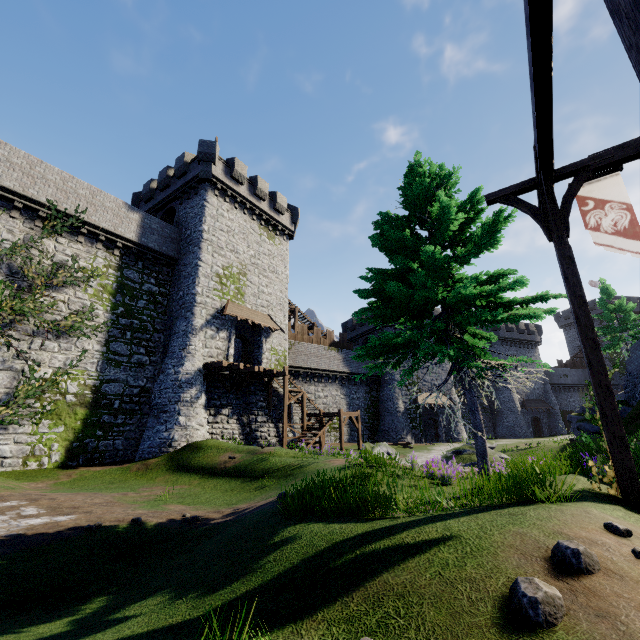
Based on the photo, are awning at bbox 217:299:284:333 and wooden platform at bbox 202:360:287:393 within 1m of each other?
no

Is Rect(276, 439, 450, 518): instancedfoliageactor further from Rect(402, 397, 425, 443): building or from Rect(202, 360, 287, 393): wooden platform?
Rect(402, 397, 425, 443): building

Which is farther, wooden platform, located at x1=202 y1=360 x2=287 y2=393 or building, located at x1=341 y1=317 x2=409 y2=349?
building, located at x1=341 y1=317 x2=409 y2=349

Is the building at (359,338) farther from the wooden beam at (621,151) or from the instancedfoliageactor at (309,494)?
the wooden beam at (621,151)

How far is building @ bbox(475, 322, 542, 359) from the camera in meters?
48.2 m

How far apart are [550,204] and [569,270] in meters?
1.5

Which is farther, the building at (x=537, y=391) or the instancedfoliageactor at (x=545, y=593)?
the building at (x=537, y=391)

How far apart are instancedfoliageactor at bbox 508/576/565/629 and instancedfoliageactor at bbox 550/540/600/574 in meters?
0.4 m
